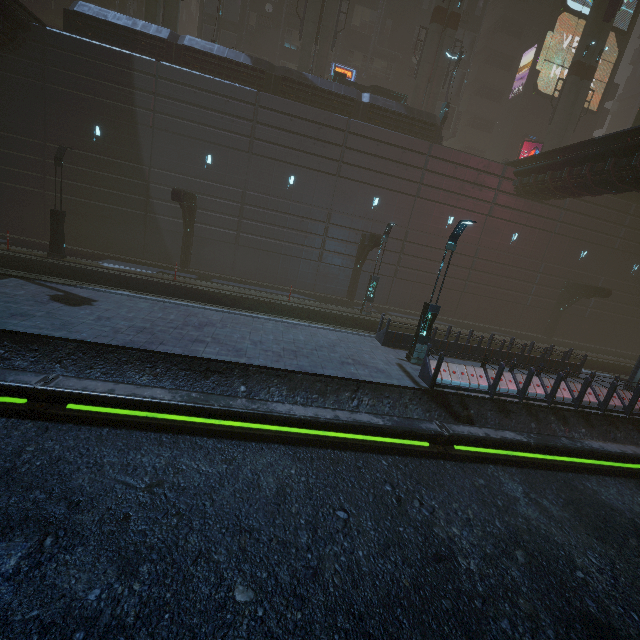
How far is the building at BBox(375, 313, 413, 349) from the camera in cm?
1431

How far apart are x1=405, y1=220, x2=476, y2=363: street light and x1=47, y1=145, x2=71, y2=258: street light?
18.21m

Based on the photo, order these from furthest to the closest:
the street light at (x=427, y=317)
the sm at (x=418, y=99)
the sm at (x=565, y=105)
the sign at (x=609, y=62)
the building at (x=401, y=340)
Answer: the sign at (x=609, y=62) → the sm at (x=565, y=105) → the sm at (x=418, y=99) → the building at (x=401, y=340) → the street light at (x=427, y=317)

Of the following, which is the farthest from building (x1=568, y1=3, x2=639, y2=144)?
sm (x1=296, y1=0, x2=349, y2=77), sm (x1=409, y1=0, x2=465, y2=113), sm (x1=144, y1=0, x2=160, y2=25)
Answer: sm (x1=144, y1=0, x2=160, y2=25)

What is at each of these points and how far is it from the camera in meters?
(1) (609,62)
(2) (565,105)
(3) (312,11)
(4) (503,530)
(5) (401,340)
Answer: (1) sign, 32.0
(2) sm, 27.0
(3) sm, 22.9
(4) train rail, 6.9
(5) building, 14.5

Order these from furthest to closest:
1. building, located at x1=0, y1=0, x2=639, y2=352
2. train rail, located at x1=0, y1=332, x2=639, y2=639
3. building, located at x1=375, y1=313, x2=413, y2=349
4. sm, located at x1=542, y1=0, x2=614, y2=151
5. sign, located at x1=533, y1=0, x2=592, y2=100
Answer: sign, located at x1=533, y1=0, x2=592, y2=100 < sm, located at x1=542, y1=0, x2=614, y2=151 < building, located at x1=0, y1=0, x2=639, y2=352 < building, located at x1=375, y1=313, x2=413, y2=349 < train rail, located at x1=0, y1=332, x2=639, y2=639

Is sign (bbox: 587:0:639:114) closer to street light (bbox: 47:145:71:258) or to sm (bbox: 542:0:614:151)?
sm (bbox: 542:0:614:151)

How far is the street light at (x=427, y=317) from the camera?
11.7m
